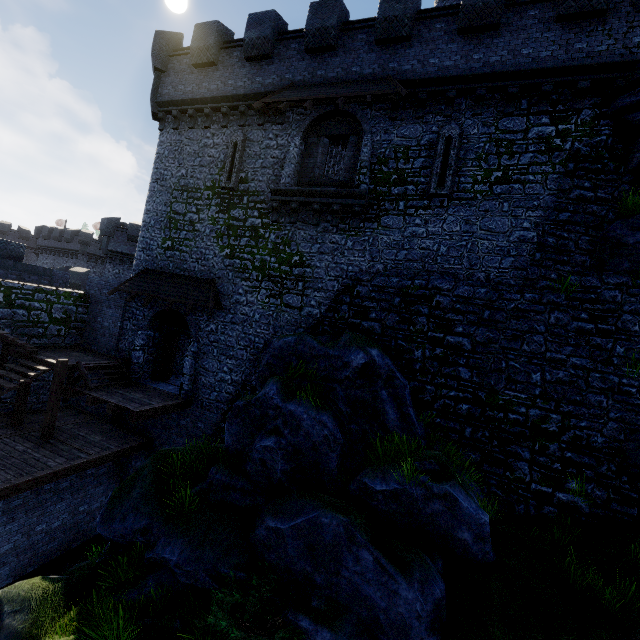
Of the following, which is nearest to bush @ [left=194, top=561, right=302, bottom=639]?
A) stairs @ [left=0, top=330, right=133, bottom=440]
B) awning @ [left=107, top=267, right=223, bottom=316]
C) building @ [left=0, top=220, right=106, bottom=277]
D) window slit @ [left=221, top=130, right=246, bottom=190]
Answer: awning @ [left=107, top=267, right=223, bottom=316]

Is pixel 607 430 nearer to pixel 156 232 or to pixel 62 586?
pixel 62 586

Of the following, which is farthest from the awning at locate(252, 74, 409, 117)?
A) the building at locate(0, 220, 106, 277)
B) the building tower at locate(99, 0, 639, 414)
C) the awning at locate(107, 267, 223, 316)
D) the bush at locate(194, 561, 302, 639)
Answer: the building at locate(0, 220, 106, 277)

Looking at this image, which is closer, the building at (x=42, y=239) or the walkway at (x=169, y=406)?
the walkway at (x=169, y=406)

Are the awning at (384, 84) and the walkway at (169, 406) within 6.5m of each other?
no

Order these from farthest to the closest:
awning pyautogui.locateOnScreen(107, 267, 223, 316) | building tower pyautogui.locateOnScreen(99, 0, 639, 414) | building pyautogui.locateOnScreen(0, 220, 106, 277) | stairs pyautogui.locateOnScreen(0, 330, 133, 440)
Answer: building pyautogui.locateOnScreen(0, 220, 106, 277) → awning pyautogui.locateOnScreen(107, 267, 223, 316) → stairs pyautogui.locateOnScreen(0, 330, 133, 440) → building tower pyautogui.locateOnScreen(99, 0, 639, 414)

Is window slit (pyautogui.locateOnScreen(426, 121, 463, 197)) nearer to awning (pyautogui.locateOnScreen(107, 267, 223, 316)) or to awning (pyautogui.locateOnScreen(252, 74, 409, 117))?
awning (pyautogui.locateOnScreen(252, 74, 409, 117))

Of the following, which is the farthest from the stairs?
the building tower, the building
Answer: the building
